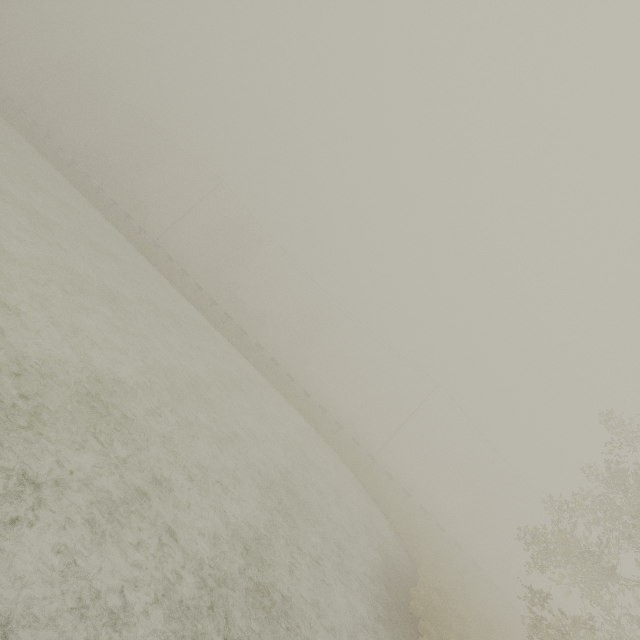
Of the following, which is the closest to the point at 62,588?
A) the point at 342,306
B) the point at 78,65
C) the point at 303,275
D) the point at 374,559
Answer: the point at 374,559
